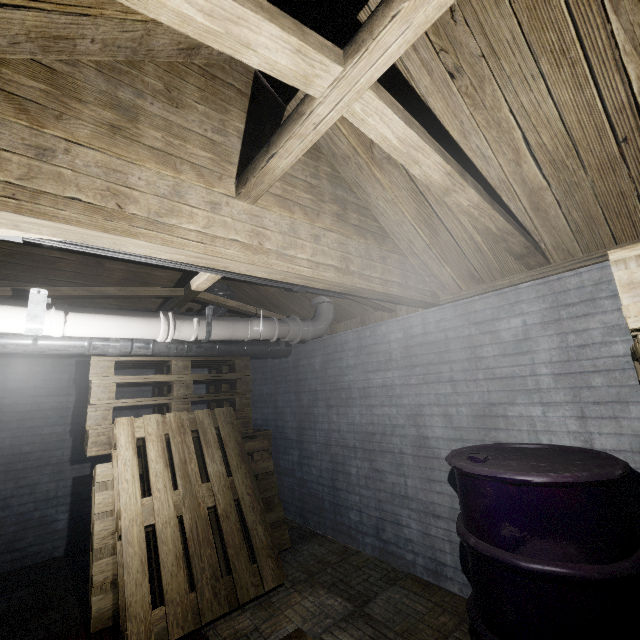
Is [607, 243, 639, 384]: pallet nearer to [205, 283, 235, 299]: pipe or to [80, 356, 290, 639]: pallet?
[80, 356, 290, 639]: pallet

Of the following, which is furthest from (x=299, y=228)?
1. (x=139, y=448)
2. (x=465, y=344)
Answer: (x=139, y=448)

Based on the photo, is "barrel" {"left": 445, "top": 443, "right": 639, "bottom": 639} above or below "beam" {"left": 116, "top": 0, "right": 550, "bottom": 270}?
Answer: below

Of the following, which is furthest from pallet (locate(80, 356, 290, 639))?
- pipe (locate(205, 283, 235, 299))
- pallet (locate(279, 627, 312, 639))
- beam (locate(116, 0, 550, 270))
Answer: beam (locate(116, 0, 550, 270))

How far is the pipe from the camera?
3.2m

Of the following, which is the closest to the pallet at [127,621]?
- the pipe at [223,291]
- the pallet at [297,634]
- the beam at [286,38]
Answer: the pipe at [223,291]

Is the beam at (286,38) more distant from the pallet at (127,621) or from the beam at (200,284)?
the pallet at (127,621)

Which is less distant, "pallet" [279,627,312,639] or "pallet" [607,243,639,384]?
"pallet" [607,243,639,384]
